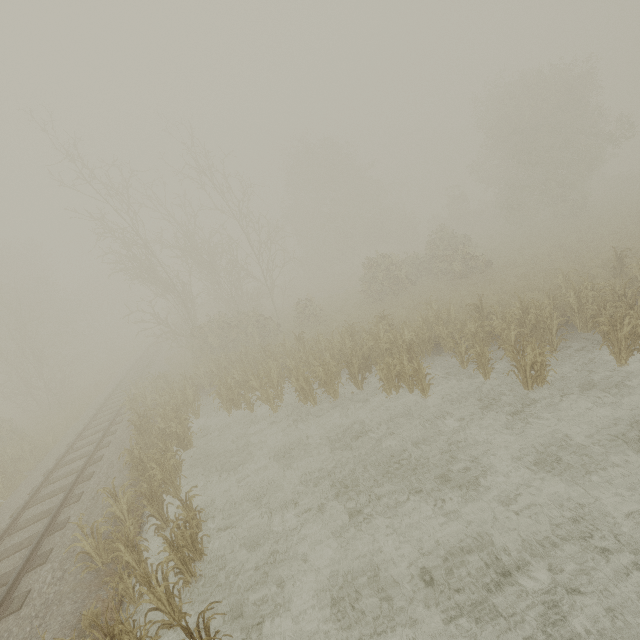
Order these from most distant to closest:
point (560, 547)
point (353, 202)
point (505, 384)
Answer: point (353, 202), point (505, 384), point (560, 547)
